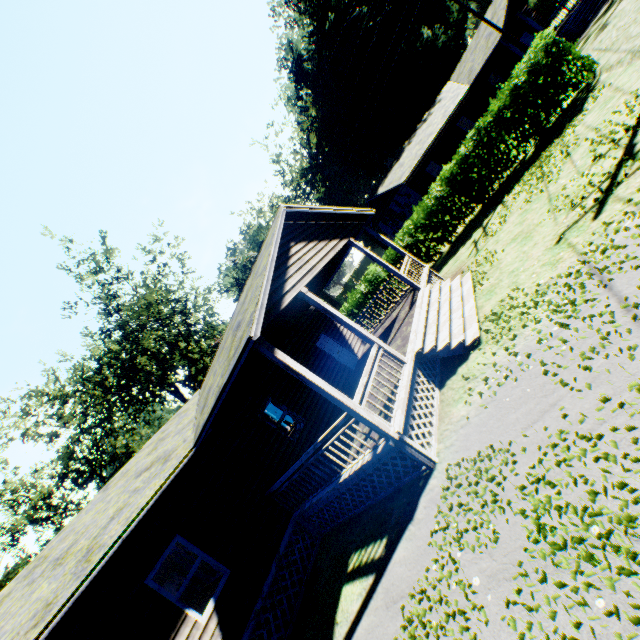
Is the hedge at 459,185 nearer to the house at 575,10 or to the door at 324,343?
the door at 324,343

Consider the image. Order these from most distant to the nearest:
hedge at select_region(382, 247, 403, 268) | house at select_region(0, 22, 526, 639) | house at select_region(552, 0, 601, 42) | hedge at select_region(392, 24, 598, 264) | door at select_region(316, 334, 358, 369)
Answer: house at select_region(552, 0, 601, 42), hedge at select_region(382, 247, 403, 268), door at select_region(316, 334, 358, 369), hedge at select_region(392, 24, 598, 264), house at select_region(0, 22, 526, 639)

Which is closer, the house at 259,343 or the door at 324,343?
the house at 259,343

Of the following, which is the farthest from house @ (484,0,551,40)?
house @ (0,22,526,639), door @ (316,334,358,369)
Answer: door @ (316,334,358,369)

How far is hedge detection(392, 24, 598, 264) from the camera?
12.91m

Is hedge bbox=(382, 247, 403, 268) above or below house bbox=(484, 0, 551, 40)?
below

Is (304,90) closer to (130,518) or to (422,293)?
(422,293)

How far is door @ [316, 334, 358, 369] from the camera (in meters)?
15.23
